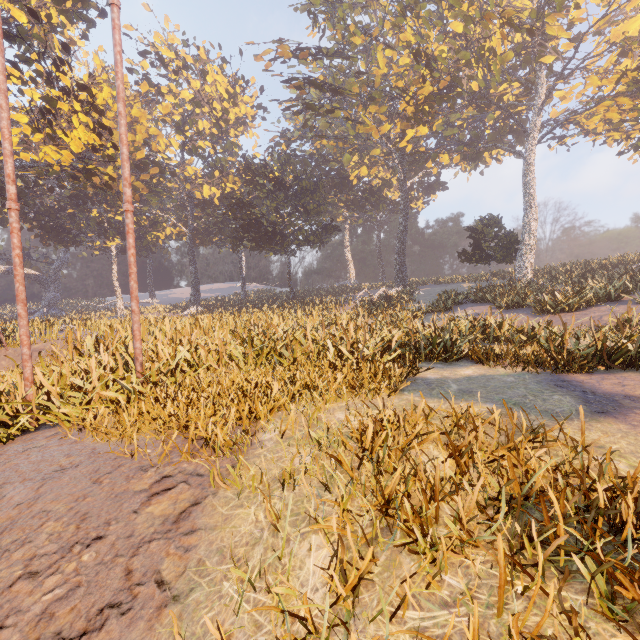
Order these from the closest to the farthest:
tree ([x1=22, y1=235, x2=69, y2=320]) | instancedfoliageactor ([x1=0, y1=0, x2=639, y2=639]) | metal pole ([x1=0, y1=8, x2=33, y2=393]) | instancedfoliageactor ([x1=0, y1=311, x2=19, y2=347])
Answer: instancedfoliageactor ([x1=0, y1=0, x2=639, y2=639]) < metal pole ([x1=0, y1=8, x2=33, y2=393]) < instancedfoliageactor ([x1=0, y1=311, x2=19, y2=347]) < tree ([x1=22, y1=235, x2=69, y2=320])

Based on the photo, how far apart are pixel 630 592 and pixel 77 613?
3.6 meters

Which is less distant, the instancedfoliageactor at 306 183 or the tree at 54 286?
the instancedfoliageactor at 306 183

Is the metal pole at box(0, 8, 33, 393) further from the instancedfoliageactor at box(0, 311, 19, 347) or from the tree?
the tree

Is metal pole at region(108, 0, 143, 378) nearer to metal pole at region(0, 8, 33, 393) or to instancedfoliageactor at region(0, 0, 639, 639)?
instancedfoliageactor at region(0, 0, 639, 639)

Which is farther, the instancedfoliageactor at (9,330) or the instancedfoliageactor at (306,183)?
the instancedfoliageactor at (9,330)

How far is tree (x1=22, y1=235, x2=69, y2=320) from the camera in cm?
5162

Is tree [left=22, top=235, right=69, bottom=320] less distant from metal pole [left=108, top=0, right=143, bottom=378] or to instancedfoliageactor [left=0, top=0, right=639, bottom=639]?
instancedfoliageactor [left=0, top=0, right=639, bottom=639]
